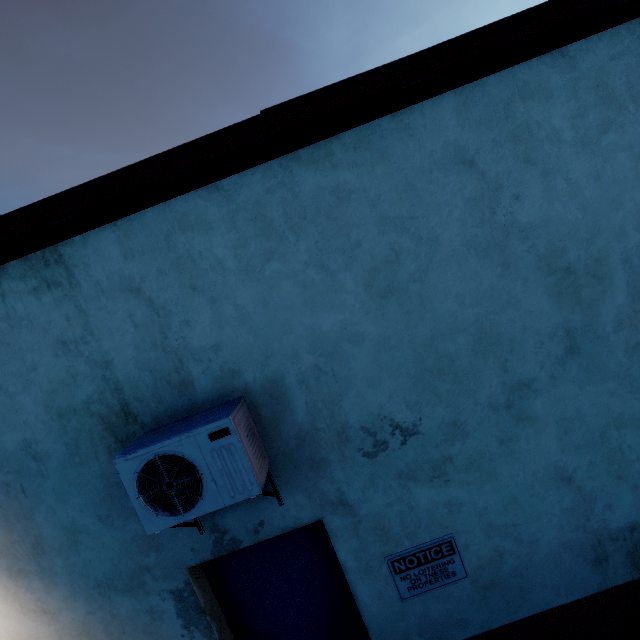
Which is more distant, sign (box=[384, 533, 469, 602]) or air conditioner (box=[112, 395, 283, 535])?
sign (box=[384, 533, 469, 602])

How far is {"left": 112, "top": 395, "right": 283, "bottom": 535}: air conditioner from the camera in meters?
2.0 m

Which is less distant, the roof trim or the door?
the roof trim

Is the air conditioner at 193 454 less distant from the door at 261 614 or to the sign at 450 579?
the door at 261 614

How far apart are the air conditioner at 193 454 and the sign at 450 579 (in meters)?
1.01

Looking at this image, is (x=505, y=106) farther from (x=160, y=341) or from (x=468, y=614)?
(x=468, y=614)

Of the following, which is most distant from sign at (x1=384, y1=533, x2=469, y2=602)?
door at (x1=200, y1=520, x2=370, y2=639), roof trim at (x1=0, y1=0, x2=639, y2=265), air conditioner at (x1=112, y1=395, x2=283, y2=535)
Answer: roof trim at (x1=0, y1=0, x2=639, y2=265)

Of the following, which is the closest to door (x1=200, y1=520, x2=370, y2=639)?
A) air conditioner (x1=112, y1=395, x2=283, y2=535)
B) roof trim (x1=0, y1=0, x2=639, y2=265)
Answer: air conditioner (x1=112, y1=395, x2=283, y2=535)
